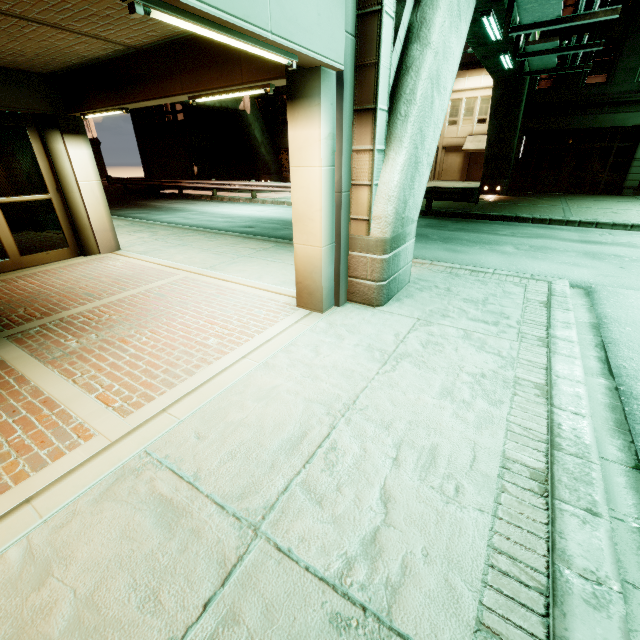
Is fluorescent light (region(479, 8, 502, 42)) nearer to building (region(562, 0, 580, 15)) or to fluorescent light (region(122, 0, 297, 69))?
fluorescent light (region(122, 0, 297, 69))

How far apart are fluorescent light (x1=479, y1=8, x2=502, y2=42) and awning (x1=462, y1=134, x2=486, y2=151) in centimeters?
2176cm

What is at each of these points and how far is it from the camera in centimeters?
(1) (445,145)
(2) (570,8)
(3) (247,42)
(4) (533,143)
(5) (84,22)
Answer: (1) building, 3141cm
(2) building, 1703cm
(3) fluorescent light, 264cm
(4) building, 2148cm
(5) building, 402cm

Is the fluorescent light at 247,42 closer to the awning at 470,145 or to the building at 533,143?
the building at 533,143

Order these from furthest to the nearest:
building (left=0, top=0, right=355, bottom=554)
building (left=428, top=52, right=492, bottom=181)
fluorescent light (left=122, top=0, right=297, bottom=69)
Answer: building (left=428, top=52, right=492, bottom=181), building (left=0, top=0, right=355, bottom=554), fluorescent light (left=122, top=0, right=297, bottom=69)

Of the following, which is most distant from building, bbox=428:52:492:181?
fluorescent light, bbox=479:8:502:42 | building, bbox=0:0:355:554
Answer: building, bbox=0:0:355:554

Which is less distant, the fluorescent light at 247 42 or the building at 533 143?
the fluorescent light at 247 42
